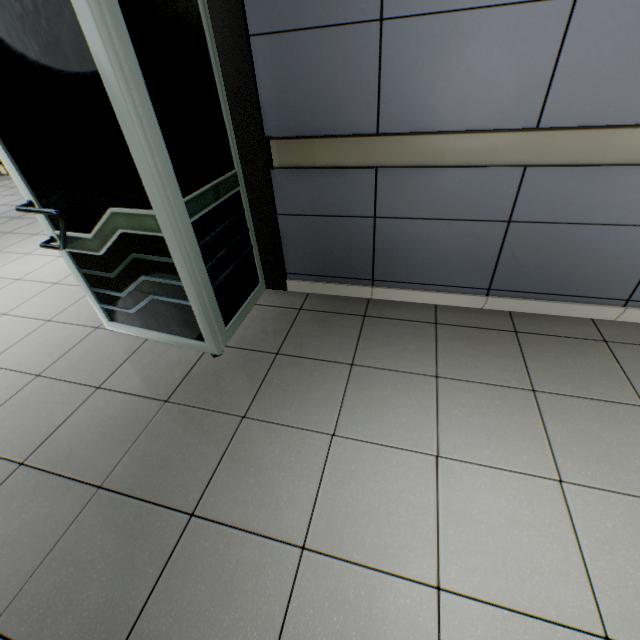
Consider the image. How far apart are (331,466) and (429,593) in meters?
0.6 m
